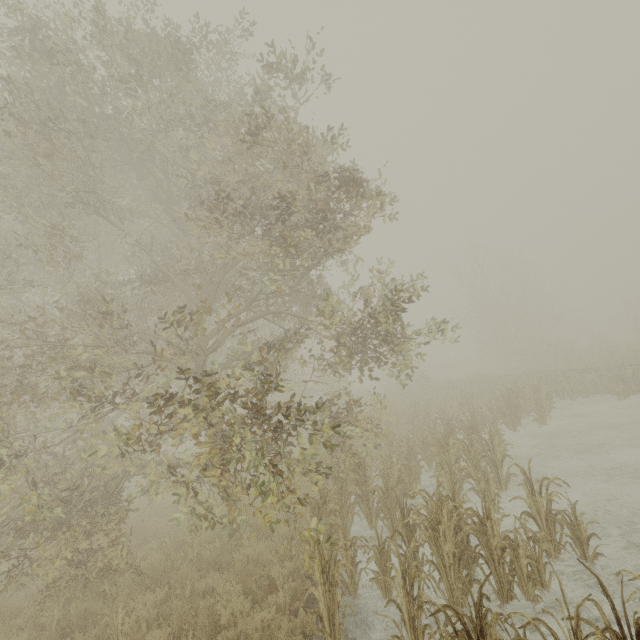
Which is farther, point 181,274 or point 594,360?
point 594,360
